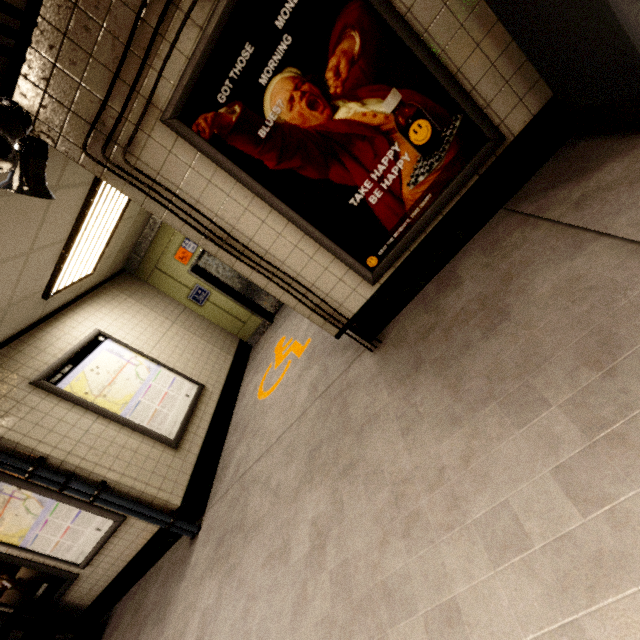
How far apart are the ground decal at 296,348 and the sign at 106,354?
1.0 meters

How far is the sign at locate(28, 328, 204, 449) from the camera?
3.9 meters

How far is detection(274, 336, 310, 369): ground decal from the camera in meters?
4.3 m

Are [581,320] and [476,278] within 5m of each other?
yes

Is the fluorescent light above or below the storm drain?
below

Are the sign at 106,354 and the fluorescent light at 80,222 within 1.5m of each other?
yes

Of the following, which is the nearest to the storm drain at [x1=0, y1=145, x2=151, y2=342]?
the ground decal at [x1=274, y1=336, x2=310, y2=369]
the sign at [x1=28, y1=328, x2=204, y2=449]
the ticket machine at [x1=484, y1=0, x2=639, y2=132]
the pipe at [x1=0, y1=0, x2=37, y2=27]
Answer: the pipe at [x1=0, y1=0, x2=37, y2=27]

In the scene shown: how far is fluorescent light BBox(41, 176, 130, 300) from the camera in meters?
3.6
